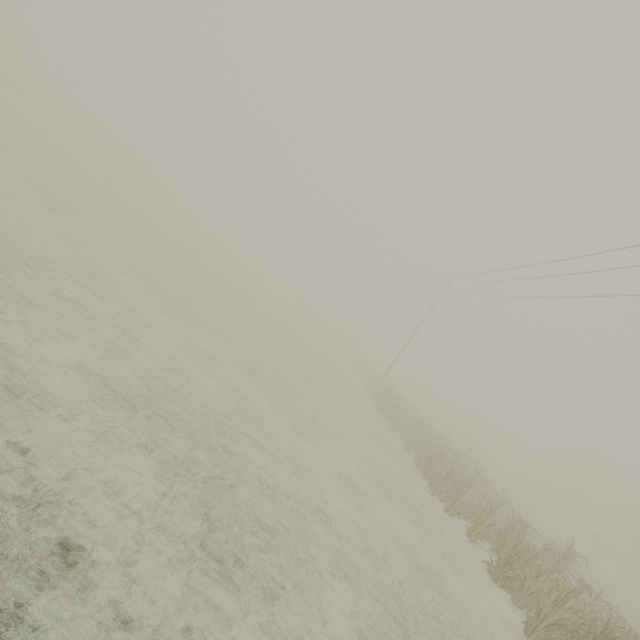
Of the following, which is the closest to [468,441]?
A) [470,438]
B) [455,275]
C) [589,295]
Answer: [470,438]
